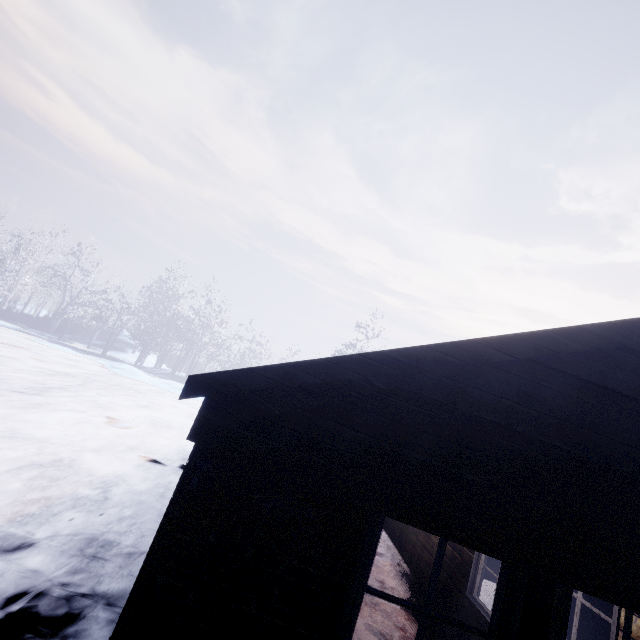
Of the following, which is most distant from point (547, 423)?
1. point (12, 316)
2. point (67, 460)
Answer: point (12, 316)
